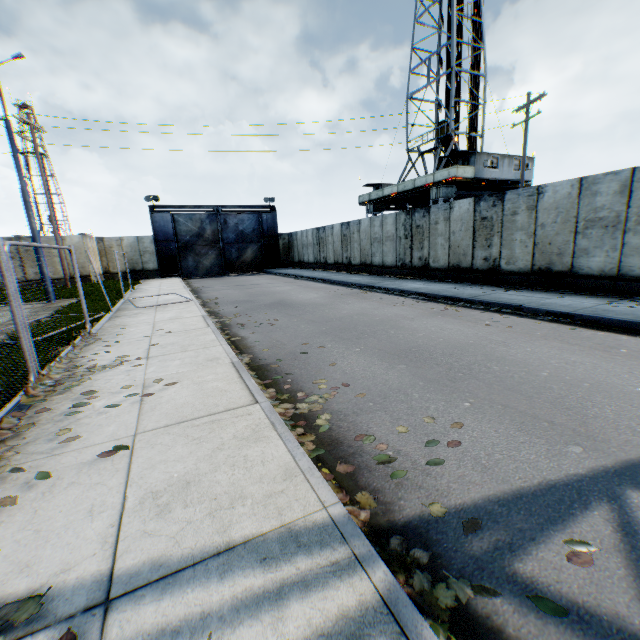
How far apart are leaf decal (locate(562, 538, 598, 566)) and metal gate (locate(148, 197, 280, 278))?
30.5m

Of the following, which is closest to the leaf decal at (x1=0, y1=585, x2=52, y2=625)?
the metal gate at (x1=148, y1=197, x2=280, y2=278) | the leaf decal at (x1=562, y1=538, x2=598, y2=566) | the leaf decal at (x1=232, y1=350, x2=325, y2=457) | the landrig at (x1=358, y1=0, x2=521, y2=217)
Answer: the leaf decal at (x1=232, y1=350, x2=325, y2=457)

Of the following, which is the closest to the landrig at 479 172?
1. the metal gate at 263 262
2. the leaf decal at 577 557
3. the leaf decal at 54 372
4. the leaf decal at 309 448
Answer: the metal gate at 263 262

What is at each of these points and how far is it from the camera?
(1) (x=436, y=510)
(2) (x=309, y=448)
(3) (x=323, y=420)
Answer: (1) leaf decal, 2.5 meters
(2) leaf decal, 3.3 meters
(3) leaf decal, 3.9 meters

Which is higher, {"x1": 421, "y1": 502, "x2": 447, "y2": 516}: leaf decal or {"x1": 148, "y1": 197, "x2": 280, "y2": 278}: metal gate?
{"x1": 148, "y1": 197, "x2": 280, "y2": 278}: metal gate

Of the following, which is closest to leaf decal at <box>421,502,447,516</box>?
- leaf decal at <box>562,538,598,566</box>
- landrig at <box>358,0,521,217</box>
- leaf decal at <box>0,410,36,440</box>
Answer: leaf decal at <box>562,538,598,566</box>

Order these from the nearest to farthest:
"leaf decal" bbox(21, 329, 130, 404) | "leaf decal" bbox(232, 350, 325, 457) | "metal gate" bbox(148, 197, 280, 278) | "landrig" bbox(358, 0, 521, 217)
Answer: "leaf decal" bbox(232, 350, 325, 457) → "leaf decal" bbox(21, 329, 130, 404) → "landrig" bbox(358, 0, 521, 217) → "metal gate" bbox(148, 197, 280, 278)

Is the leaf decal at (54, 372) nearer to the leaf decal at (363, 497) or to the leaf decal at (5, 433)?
the leaf decal at (5, 433)
